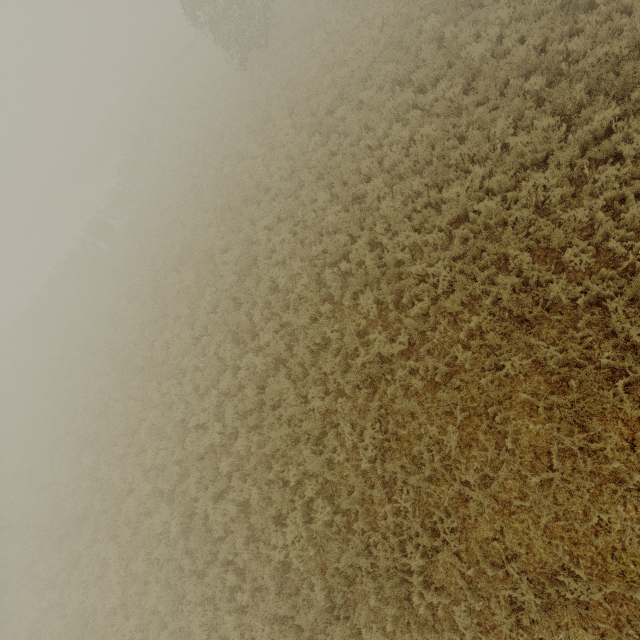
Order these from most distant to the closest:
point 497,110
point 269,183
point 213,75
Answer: point 213,75 → point 269,183 → point 497,110
